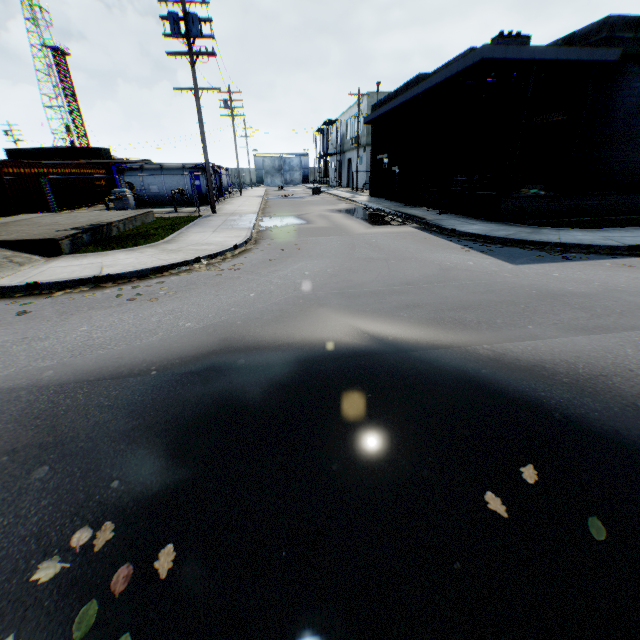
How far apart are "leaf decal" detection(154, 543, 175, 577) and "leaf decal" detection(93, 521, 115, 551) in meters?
0.4 m

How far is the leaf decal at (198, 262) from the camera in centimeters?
802cm

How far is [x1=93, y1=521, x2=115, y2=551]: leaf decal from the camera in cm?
212

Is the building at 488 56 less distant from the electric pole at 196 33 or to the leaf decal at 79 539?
the electric pole at 196 33

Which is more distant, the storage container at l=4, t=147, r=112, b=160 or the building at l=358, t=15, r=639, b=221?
the storage container at l=4, t=147, r=112, b=160

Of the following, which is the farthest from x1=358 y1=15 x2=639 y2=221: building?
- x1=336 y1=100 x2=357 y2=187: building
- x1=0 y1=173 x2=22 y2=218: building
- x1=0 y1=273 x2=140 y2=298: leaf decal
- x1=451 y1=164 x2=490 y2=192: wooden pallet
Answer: x1=0 y1=173 x2=22 y2=218: building

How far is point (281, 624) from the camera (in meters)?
1.73

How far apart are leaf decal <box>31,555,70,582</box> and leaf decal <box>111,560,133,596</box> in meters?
0.3
